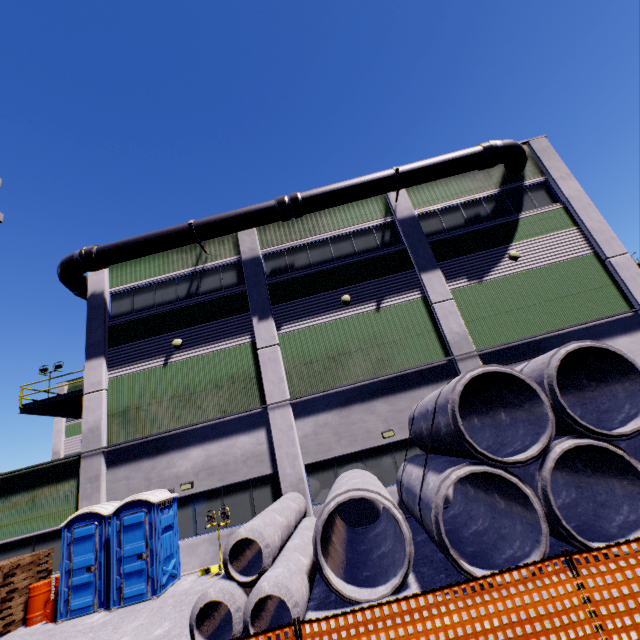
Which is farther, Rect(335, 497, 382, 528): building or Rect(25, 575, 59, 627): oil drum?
Rect(335, 497, 382, 528): building

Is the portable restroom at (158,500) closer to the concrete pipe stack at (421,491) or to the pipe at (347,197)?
the pipe at (347,197)

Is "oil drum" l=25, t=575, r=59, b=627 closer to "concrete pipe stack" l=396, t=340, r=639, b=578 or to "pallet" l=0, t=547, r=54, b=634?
"pallet" l=0, t=547, r=54, b=634

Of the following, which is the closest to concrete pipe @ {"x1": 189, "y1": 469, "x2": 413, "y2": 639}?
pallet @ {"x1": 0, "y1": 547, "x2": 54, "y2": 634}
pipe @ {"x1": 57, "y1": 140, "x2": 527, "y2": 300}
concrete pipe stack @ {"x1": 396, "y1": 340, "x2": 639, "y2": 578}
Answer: concrete pipe stack @ {"x1": 396, "y1": 340, "x2": 639, "y2": 578}

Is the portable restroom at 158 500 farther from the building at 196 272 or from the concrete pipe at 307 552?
the concrete pipe at 307 552

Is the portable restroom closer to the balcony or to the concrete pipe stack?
the balcony

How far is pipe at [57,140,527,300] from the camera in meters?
15.1

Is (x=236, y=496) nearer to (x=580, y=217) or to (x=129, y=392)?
(x=129, y=392)
